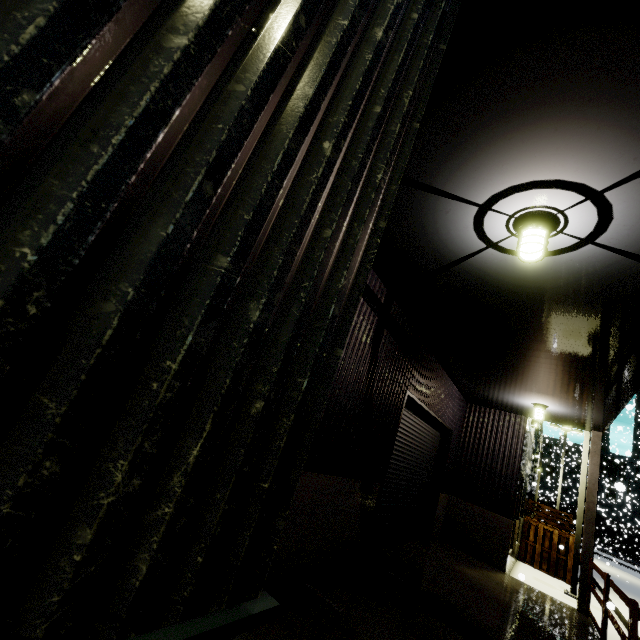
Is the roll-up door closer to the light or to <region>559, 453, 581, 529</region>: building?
<region>559, 453, 581, 529</region>: building

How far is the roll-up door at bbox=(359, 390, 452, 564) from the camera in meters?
7.4

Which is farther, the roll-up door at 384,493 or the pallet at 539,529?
the pallet at 539,529

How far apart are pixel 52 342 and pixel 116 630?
0.7m

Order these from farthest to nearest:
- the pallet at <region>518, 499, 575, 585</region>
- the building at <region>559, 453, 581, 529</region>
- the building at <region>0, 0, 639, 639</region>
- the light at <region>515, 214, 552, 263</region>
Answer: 1. the building at <region>559, 453, 581, 529</region>
2. the pallet at <region>518, 499, 575, 585</region>
3. the light at <region>515, 214, 552, 263</region>
4. the building at <region>0, 0, 639, 639</region>

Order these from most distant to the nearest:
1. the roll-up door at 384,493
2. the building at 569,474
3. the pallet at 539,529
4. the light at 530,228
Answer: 1. the building at 569,474
2. the pallet at 539,529
3. the roll-up door at 384,493
4. the light at 530,228

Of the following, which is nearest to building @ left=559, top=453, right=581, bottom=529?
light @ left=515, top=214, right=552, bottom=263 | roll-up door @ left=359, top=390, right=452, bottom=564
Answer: roll-up door @ left=359, top=390, right=452, bottom=564
